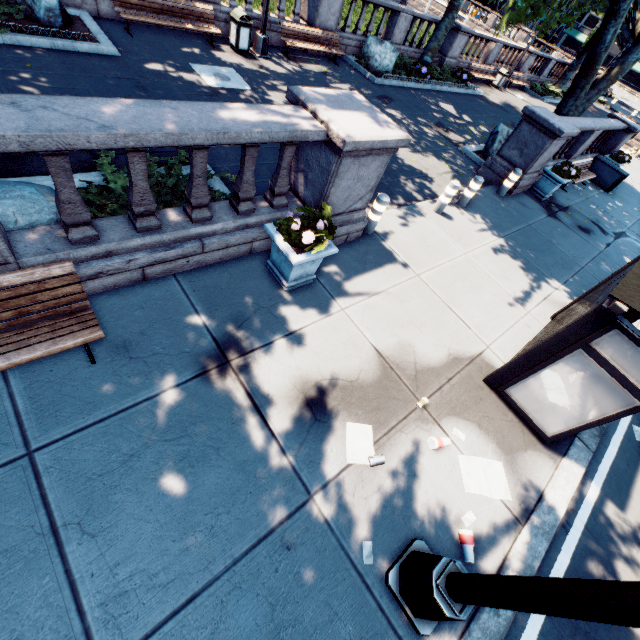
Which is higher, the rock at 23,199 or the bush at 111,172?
the rock at 23,199

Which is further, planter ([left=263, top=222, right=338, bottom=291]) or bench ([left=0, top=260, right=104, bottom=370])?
planter ([left=263, top=222, right=338, bottom=291])

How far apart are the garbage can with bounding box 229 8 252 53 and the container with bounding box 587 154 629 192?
15.3 meters

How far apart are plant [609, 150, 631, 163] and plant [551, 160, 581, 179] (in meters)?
6.85

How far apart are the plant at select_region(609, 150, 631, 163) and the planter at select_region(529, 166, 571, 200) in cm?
688

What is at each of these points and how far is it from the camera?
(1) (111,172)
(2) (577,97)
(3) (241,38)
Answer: (1) bush, 5.35m
(2) tree, 12.64m
(3) garbage can, 10.78m

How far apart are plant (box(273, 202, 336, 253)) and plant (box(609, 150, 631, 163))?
17.9 meters

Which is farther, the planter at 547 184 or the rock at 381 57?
the rock at 381 57
